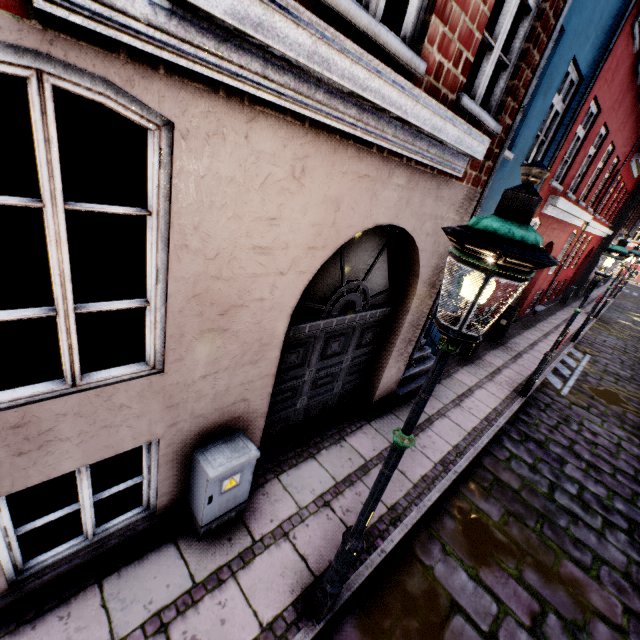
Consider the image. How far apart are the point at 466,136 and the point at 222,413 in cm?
380

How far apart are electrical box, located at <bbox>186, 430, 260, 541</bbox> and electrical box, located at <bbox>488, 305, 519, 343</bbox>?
9.59m

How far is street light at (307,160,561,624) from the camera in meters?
1.4 m

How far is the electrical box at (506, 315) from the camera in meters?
10.1

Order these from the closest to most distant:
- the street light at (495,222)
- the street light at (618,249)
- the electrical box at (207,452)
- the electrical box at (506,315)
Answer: the street light at (495,222)
the electrical box at (207,452)
the street light at (618,249)
the electrical box at (506,315)

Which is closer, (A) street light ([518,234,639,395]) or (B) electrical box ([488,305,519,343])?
(A) street light ([518,234,639,395])

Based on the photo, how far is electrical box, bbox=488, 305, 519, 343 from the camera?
10.08m

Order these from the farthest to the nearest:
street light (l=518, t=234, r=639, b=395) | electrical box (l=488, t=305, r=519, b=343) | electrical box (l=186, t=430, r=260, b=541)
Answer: electrical box (l=488, t=305, r=519, b=343) → street light (l=518, t=234, r=639, b=395) → electrical box (l=186, t=430, r=260, b=541)
